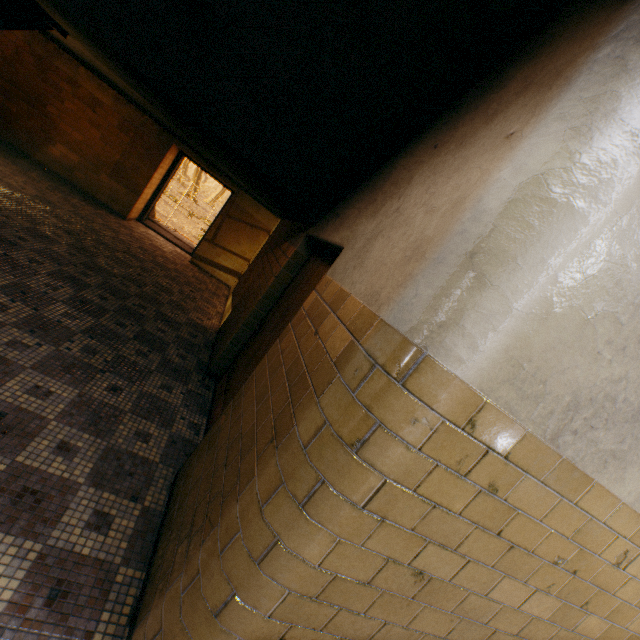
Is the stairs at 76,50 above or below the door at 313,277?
above

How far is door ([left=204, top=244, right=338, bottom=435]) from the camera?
3.0 meters

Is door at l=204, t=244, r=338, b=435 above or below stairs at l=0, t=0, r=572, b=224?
below

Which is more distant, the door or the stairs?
the door

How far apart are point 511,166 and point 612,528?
1.7 meters

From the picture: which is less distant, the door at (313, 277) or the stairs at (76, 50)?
the stairs at (76, 50)
